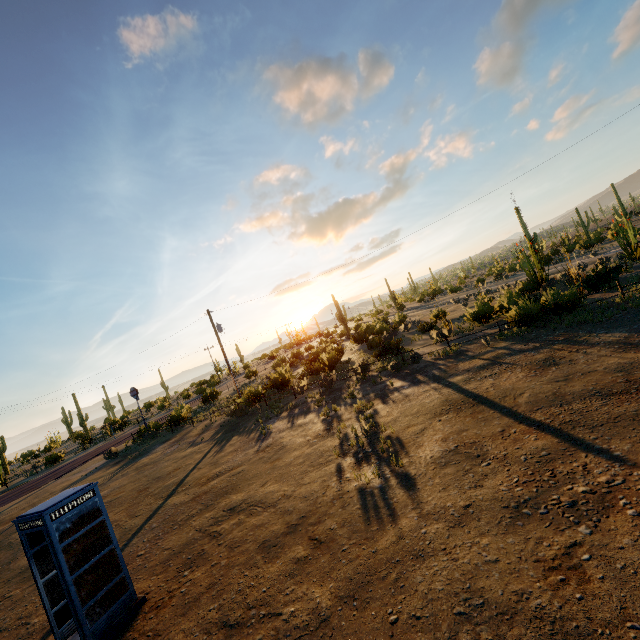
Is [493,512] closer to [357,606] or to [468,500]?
[468,500]
